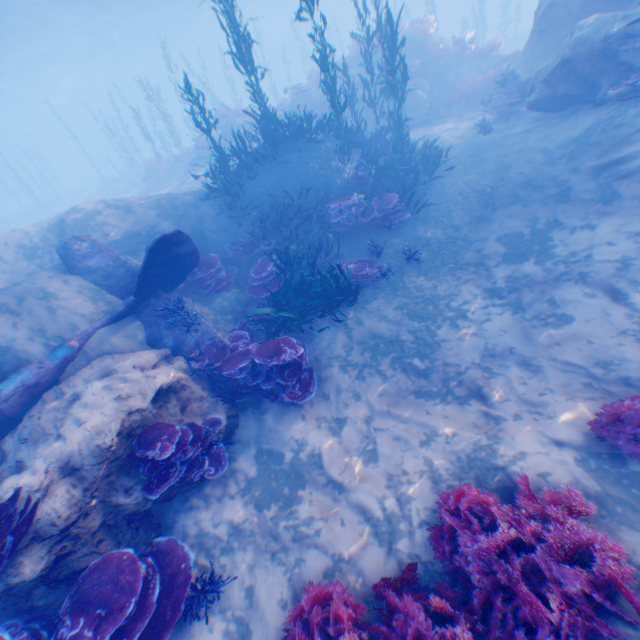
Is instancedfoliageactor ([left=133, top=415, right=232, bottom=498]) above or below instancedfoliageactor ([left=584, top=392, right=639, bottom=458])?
above

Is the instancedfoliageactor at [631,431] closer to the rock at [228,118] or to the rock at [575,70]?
the rock at [575,70]

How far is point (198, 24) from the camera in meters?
44.2 m

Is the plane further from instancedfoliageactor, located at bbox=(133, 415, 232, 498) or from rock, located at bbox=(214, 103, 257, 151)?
rock, located at bbox=(214, 103, 257, 151)

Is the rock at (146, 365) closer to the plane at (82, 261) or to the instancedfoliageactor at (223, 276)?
the plane at (82, 261)

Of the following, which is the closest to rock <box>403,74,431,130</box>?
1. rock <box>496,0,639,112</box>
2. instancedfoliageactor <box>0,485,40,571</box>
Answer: rock <box>496,0,639,112</box>

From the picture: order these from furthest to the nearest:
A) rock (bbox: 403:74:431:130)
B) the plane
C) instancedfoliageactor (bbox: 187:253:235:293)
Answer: rock (bbox: 403:74:431:130), instancedfoliageactor (bbox: 187:253:235:293), the plane

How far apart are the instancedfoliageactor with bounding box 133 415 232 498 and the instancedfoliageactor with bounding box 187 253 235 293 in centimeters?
386cm
